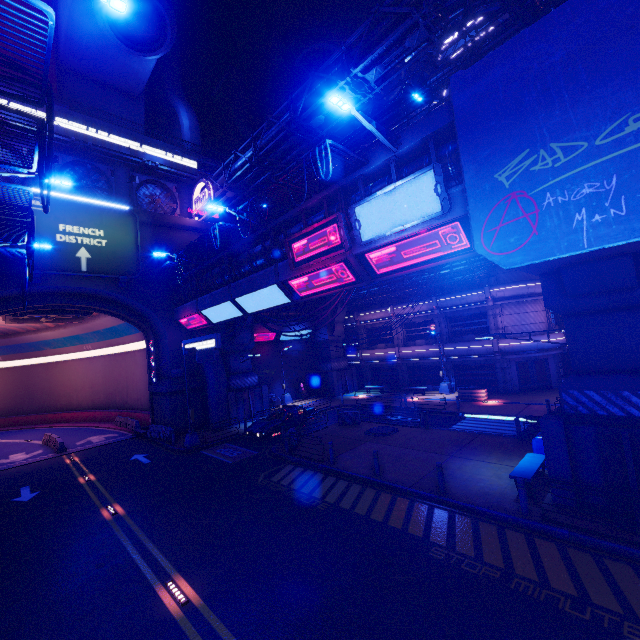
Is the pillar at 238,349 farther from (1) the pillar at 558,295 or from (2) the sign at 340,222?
(1) the pillar at 558,295

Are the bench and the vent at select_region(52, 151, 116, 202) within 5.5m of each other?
no

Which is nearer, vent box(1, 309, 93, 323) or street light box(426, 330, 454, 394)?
vent box(1, 309, 93, 323)

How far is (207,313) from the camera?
23.6 meters

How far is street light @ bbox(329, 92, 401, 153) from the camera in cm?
928

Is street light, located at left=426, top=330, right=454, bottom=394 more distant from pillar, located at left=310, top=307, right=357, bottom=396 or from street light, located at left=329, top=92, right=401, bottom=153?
street light, located at left=329, top=92, right=401, bottom=153

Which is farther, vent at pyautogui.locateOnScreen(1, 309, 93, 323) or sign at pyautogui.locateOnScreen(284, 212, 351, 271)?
vent at pyautogui.locateOnScreen(1, 309, 93, 323)

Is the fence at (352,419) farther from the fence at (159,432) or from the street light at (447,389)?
the fence at (159,432)
